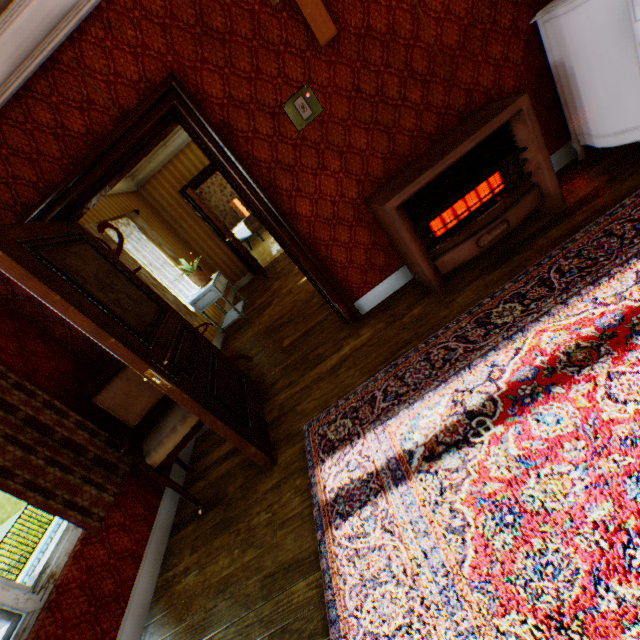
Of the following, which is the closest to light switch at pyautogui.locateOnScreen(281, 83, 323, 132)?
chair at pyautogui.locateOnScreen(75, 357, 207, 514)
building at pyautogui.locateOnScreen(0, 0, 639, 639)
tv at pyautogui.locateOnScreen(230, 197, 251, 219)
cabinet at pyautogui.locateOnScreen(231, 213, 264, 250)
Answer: building at pyautogui.locateOnScreen(0, 0, 639, 639)

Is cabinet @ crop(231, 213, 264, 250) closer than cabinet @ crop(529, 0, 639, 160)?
No

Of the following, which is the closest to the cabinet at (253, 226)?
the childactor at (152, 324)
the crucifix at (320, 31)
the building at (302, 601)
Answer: the building at (302, 601)

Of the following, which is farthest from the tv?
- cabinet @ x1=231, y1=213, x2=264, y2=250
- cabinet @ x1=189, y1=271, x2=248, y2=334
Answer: cabinet @ x1=189, y1=271, x2=248, y2=334

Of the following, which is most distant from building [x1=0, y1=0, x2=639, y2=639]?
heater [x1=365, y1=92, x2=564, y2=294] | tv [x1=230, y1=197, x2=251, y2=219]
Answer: tv [x1=230, y1=197, x2=251, y2=219]

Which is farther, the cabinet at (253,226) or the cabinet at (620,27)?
the cabinet at (253,226)

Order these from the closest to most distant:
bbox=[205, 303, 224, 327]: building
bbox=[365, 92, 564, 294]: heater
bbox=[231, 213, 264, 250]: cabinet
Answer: bbox=[365, 92, 564, 294]: heater, bbox=[205, 303, 224, 327]: building, bbox=[231, 213, 264, 250]: cabinet

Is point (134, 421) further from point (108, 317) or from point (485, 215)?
point (485, 215)
